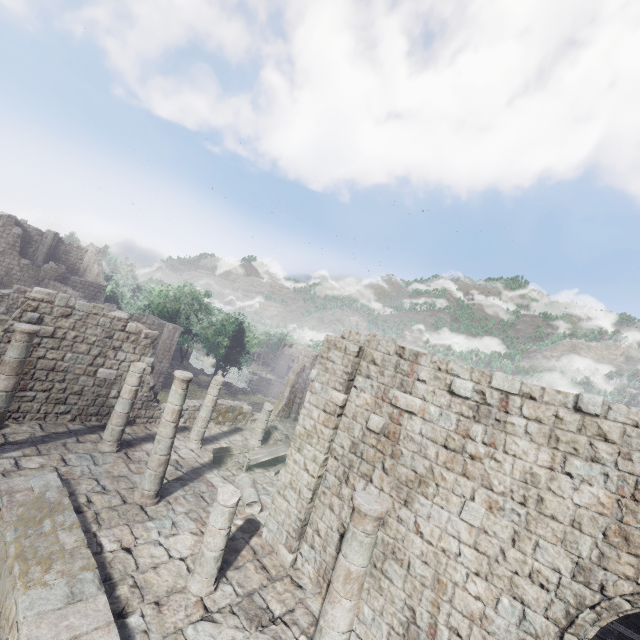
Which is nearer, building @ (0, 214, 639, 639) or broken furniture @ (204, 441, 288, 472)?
building @ (0, 214, 639, 639)

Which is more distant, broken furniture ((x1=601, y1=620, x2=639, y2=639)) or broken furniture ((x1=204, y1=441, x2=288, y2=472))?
broken furniture ((x1=204, y1=441, x2=288, y2=472))

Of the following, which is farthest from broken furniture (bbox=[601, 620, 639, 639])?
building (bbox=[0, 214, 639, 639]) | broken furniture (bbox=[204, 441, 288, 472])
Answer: broken furniture (bbox=[204, 441, 288, 472])

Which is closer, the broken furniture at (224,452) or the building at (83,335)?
the building at (83,335)

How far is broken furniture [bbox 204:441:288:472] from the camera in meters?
13.7 m

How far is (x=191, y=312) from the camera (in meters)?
36.84

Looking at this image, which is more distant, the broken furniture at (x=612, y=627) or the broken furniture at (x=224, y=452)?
the broken furniture at (x=224, y=452)

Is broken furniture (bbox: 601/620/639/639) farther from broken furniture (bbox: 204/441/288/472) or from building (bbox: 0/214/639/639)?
broken furniture (bbox: 204/441/288/472)
